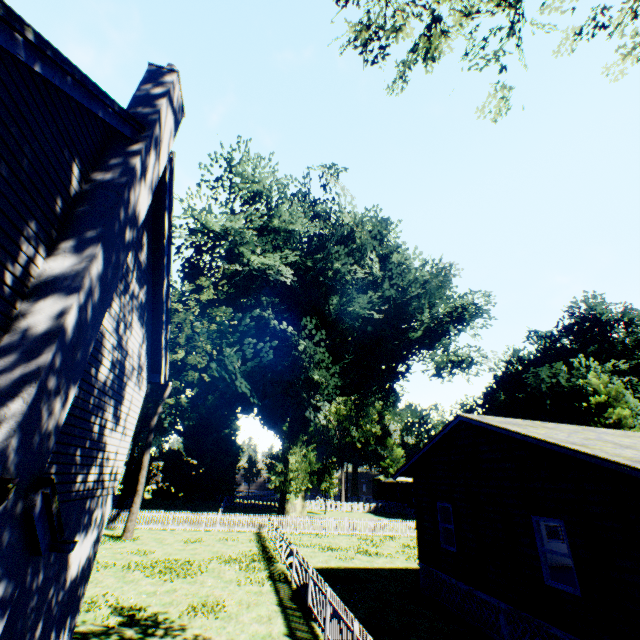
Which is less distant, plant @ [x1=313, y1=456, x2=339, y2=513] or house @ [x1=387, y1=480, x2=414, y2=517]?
plant @ [x1=313, y1=456, x2=339, y2=513]

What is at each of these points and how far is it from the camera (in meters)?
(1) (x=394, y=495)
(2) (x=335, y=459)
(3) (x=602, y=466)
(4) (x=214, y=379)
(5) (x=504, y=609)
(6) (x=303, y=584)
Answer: (1) house, 59.12
(2) plant, 46.47
(3) flat, 7.77
(4) plant, 29.30
(5) house, 9.87
(6) fence, 12.50

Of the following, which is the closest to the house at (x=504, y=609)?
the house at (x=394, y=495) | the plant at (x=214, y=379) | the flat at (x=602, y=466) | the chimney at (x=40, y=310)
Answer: the flat at (x=602, y=466)

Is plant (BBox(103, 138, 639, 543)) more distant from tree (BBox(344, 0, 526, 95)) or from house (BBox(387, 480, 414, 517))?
tree (BBox(344, 0, 526, 95))

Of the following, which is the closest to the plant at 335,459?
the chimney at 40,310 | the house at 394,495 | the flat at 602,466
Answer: the house at 394,495

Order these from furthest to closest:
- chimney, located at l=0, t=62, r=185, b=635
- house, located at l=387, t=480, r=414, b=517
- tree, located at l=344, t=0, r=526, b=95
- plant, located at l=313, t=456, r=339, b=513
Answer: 1. house, located at l=387, t=480, r=414, b=517
2. plant, located at l=313, t=456, r=339, b=513
3. tree, located at l=344, t=0, r=526, b=95
4. chimney, located at l=0, t=62, r=185, b=635

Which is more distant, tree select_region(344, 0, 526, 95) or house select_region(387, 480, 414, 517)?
house select_region(387, 480, 414, 517)

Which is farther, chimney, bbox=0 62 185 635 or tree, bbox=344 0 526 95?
tree, bbox=344 0 526 95
